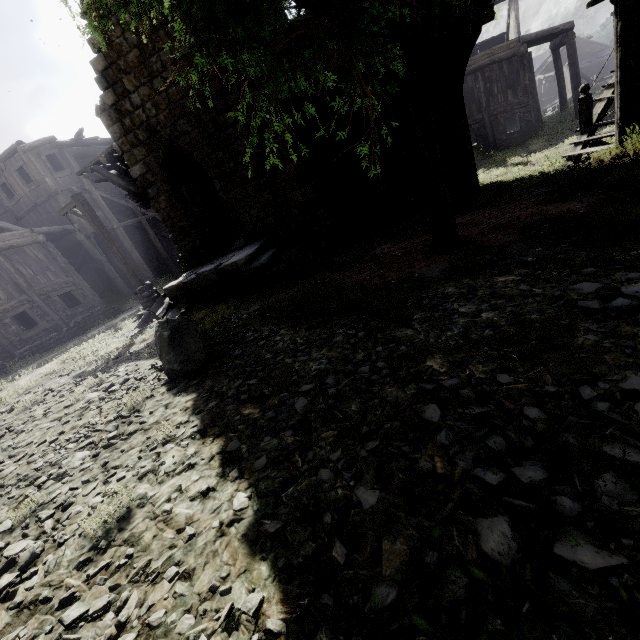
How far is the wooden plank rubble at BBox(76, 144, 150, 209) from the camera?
11.73m

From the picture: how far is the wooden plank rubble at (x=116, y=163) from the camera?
11.7m

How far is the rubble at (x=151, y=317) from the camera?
10.2m

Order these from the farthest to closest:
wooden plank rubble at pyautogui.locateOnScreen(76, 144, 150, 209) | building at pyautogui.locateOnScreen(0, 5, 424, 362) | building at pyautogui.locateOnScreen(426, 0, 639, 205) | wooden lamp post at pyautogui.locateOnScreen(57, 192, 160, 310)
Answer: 1. wooden plank rubble at pyautogui.locateOnScreen(76, 144, 150, 209)
2. wooden lamp post at pyautogui.locateOnScreen(57, 192, 160, 310)
3. building at pyautogui.locateOnScreen(0, 5, 424, 362)
4. building at pyautogui.locateOnScreen(426, 0, 639, 205)

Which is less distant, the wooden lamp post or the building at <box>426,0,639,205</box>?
the building at <box>426,0,639,205</box>

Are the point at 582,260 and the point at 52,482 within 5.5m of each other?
no

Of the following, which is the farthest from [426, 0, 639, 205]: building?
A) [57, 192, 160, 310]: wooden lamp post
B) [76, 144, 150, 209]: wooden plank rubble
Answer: [57, 192, 160, 310]: wooden lamp post

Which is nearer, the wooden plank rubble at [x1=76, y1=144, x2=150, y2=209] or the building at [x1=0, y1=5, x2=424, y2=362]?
the building at [x1=0, y1=5, x2=424, y2=362]
